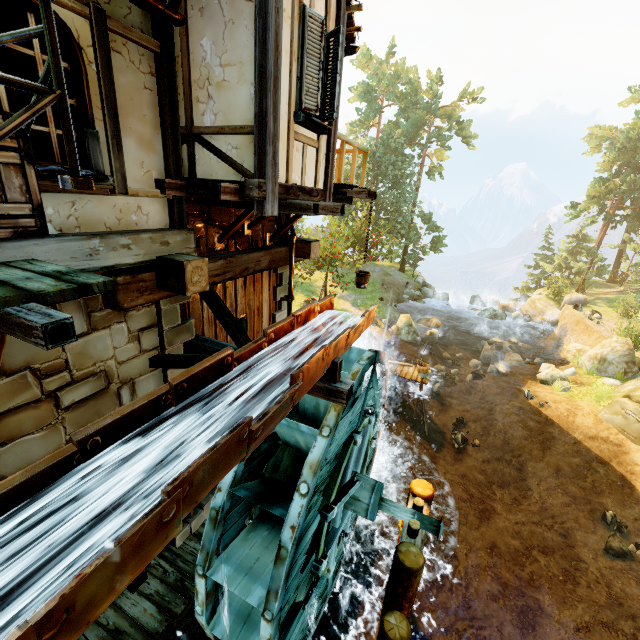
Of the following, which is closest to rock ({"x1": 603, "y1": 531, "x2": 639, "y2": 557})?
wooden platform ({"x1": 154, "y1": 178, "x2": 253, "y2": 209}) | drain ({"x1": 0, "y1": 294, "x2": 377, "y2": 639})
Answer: drain ({"x1": 0, "y1": 294, "x2": 377, "y2": 639})

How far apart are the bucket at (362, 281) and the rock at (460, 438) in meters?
11.6

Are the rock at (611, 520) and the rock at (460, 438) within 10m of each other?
yes

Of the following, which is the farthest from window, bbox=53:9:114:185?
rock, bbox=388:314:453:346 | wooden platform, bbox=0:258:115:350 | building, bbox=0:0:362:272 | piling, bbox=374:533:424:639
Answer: rock, bbox=388:314:453:346

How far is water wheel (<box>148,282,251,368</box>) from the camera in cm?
538

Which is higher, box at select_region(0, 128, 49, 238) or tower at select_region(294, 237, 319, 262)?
box at select_region(0, 128, 49, 238)

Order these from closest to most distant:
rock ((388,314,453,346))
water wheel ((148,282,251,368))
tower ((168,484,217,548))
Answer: water wheel ((148,282,251,368))
tower ((168,484,217,548))
rock ((388,314,453,346))

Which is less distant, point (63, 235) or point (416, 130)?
point (63, 235)
